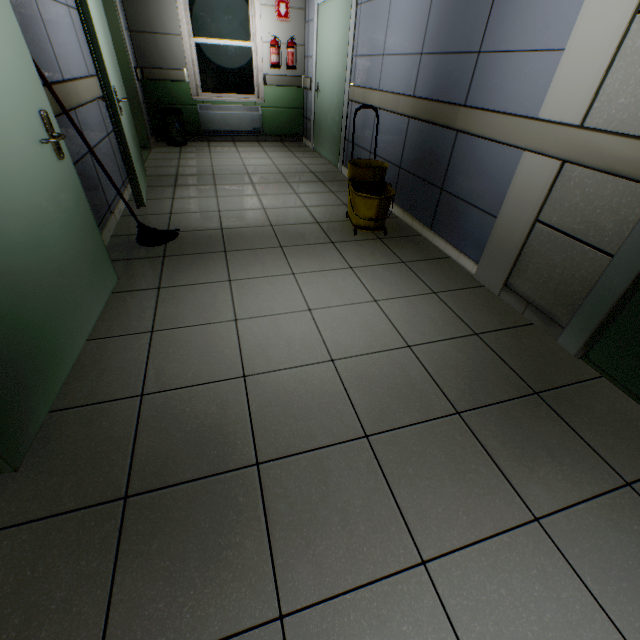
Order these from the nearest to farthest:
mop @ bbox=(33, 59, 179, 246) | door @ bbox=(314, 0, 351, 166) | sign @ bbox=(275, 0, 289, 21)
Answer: mop @ bbox=(33, 59, 179, 246), door @ bbox=(314, 0, 351, 166), sign @ bbox=(275, 0, 289, 21)

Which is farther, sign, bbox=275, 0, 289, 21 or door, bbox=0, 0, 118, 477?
sign, bbox=275, 0, 289, 21

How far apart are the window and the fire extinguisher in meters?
0.6

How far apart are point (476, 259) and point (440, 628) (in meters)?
2.42

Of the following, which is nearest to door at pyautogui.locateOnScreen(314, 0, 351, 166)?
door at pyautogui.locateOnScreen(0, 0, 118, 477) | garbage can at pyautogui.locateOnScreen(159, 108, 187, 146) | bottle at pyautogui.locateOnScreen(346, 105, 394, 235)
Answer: bottle at pyautogui.locateOnScreen(346, 105, 394, 235)

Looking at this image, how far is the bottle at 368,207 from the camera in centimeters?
300cm

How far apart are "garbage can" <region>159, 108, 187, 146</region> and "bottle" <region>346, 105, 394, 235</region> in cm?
417

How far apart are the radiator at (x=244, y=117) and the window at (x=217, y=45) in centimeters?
14cm
